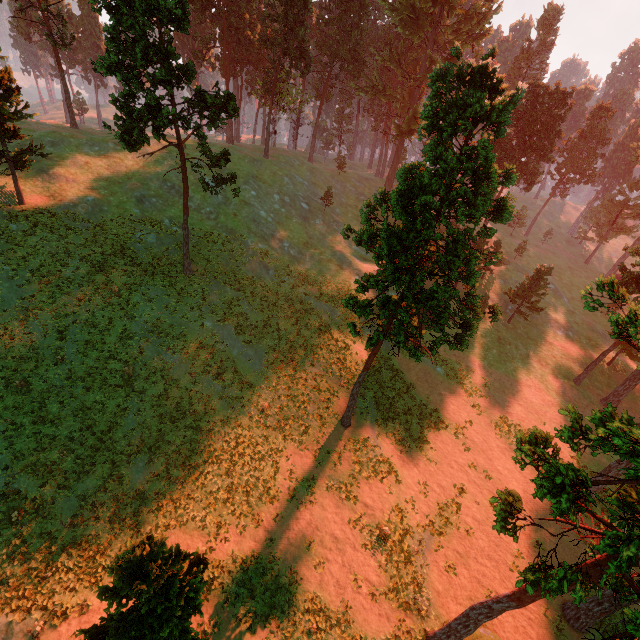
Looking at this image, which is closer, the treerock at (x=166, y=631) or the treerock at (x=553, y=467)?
the treerock at (x=553, y=467)

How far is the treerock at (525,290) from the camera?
38.5 meters

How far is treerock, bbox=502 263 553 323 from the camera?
38.5m

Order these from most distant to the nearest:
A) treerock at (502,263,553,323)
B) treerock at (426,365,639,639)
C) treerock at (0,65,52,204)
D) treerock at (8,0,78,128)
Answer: treerock at (502,263,553,323)
treerock at (8,0,78,128)
treerock at (0,65,52,204)
treerock at (426,365,639,639)

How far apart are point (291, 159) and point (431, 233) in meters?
49.5

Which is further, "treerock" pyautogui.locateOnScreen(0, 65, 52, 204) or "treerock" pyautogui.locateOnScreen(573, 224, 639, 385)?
"treerock" pyautogui.locateOnScreen(0, 65, 52, 204)
